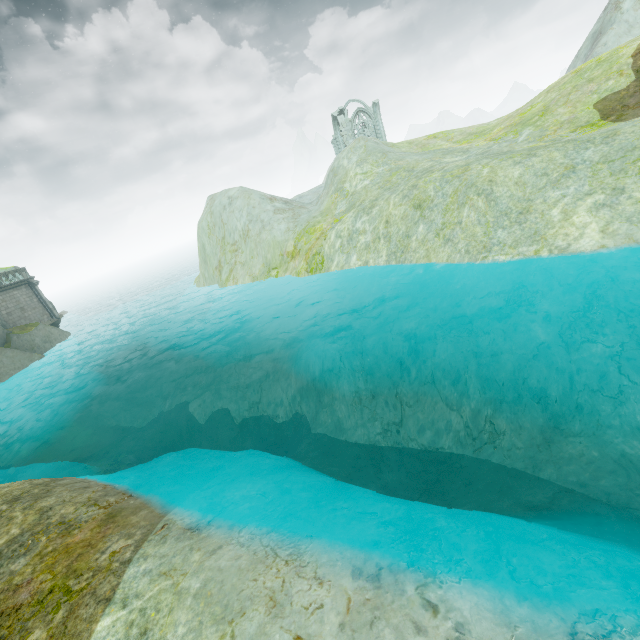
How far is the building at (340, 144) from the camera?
48.84m

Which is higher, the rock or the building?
the building

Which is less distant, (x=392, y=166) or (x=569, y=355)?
(x=569, y=355)

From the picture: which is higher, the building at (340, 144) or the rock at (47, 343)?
the building at (340, 144)

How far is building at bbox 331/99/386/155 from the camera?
48.8 meters

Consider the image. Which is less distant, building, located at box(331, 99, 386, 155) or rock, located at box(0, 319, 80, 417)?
rock, located at box(0, 319, 80, 417)
